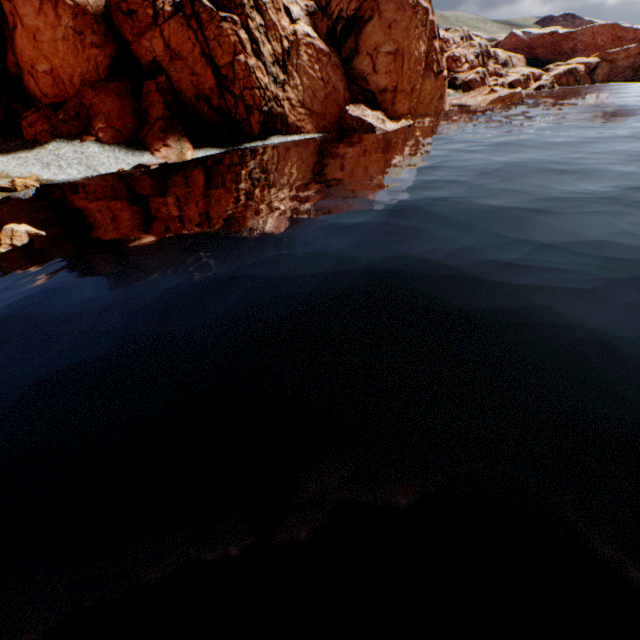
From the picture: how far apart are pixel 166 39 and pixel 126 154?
12.8m

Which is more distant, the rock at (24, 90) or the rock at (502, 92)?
the rock at (502, 92)

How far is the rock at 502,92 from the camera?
54.6 meters

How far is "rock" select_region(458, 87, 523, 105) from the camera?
54.6m

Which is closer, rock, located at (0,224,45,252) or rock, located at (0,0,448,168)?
rock, located at (0,224,45,252)

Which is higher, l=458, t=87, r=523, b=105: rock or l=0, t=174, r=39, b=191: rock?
l=458, t=87, r=523, b=105: rock

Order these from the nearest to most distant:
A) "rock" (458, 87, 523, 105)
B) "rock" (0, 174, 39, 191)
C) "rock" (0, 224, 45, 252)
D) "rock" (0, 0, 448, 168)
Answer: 1. "rock" (0, 224, 45, 252)
2. "rock" (0, 174, 39, 191)
3. "rock" (0, 0, 448, 168)
4. "rock" (458, 87, 523, 105)
